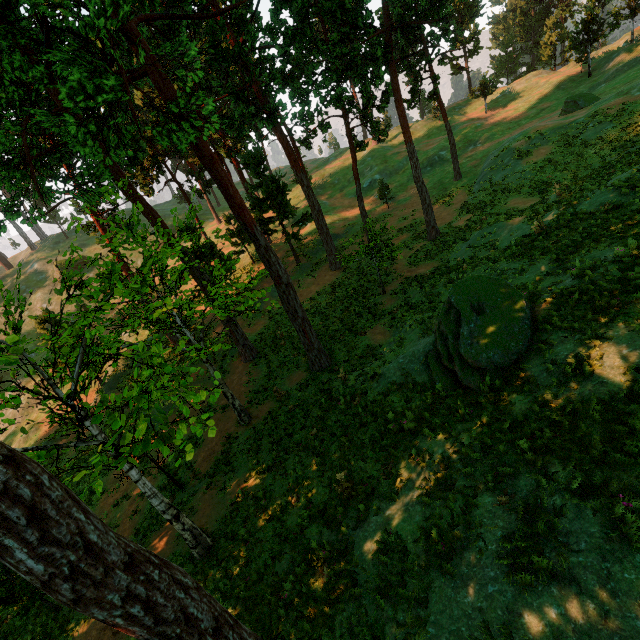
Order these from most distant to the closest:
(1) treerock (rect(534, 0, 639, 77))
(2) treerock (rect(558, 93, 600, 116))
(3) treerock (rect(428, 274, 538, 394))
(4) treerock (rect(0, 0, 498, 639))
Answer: (1) treerock (rect(534, 0, 639, 77))
(2) treerock (rect(558, 93, 600, 116))
(3) treerock (rect(428, 274, 538, 394))
(4) treerock (rect(0, 0, 498, 639))

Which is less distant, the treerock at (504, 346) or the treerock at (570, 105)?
the treerock at (504, 346)

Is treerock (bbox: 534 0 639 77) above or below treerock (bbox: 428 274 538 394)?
above

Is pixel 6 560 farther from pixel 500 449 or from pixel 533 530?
pixel 500 449

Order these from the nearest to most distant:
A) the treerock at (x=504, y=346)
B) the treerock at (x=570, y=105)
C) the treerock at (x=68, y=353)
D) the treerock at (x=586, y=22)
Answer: the treerock at (x=68, y=353) → the treerock at (x=504, y=346) → the treerock at (x=570, y=105) → the treerock at (x=586, y=22)

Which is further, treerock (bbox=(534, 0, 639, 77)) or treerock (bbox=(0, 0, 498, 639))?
treerock (bbox=(534, 0, 639, 77))
